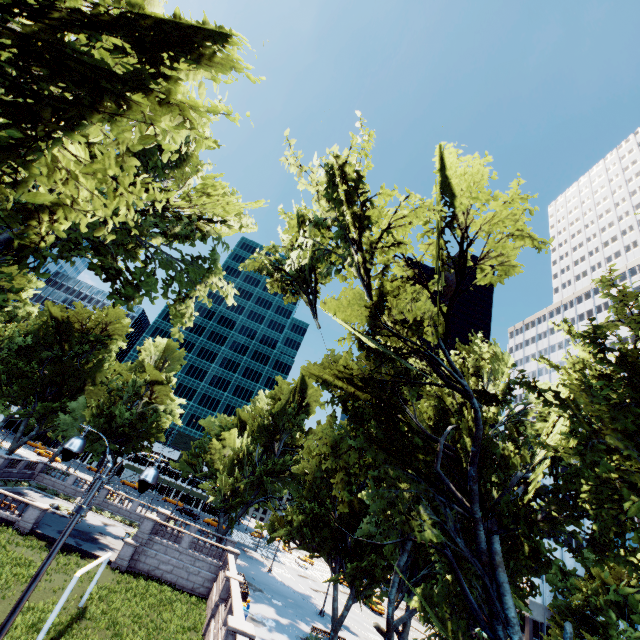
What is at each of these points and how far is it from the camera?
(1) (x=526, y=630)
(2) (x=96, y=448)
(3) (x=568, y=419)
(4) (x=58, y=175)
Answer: (1) building, 43.5 meters
(2) tree, 39.2 meters
(3) tree, 7.7 meters
(4) tree, 6.5 meters

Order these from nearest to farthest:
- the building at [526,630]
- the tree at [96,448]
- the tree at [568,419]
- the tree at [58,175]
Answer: the tree at [58,175], the tree at [568,419], the tree at [96,448], the building at [526,630]

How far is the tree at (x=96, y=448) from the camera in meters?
38.3

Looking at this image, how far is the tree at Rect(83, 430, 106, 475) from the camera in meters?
38.3 m

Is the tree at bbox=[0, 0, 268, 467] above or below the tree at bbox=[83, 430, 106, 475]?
above

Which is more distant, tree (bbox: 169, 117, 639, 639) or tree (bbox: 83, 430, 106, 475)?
tree (bbox: 83, 430, 106, 475)

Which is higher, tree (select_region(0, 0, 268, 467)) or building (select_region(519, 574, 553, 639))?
tree (select_region(0, 0, 268, 467))

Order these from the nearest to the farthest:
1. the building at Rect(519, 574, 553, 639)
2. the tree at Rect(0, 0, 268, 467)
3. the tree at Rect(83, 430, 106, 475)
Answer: the tree at Rect(0, 0, 268, 467) < the tree at Rect(83, 430, 106, 475) < the building at Rect(519, 574, 553, 639)
